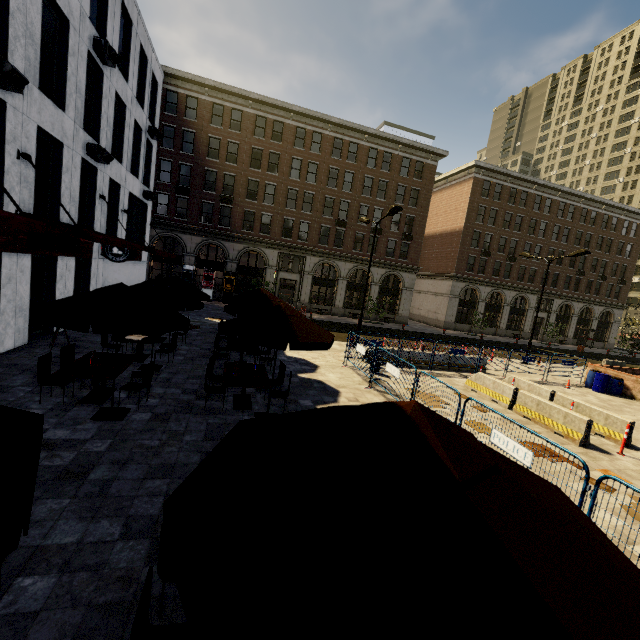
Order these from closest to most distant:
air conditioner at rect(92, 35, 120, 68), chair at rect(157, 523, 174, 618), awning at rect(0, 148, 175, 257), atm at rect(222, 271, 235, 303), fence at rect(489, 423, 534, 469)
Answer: chair at rect(157, 523, 174, 618), fence at rect(489, 423, 534, 469), awning at rect(0, 148, 175, 257), air conditioner at rect(92, 35, 120, 68), atm at rect(222, 271, 235, 303)

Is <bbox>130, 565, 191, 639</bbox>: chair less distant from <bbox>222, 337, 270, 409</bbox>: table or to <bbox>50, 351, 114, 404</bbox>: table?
<bbox>222, 337, 270, 409</bbox>: table

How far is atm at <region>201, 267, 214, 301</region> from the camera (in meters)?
30.91

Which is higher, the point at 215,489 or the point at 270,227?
the point at 270,227

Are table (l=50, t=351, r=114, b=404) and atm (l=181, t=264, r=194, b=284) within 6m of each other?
no

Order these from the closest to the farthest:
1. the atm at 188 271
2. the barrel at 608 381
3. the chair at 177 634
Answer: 1. the chair at 177 634
2. the barrel at 608 381
3. the atm at 188 271

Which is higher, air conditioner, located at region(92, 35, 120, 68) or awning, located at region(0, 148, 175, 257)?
air conditioner, located at region(92, 35, 120, 68)

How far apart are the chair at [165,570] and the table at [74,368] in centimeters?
525cm
